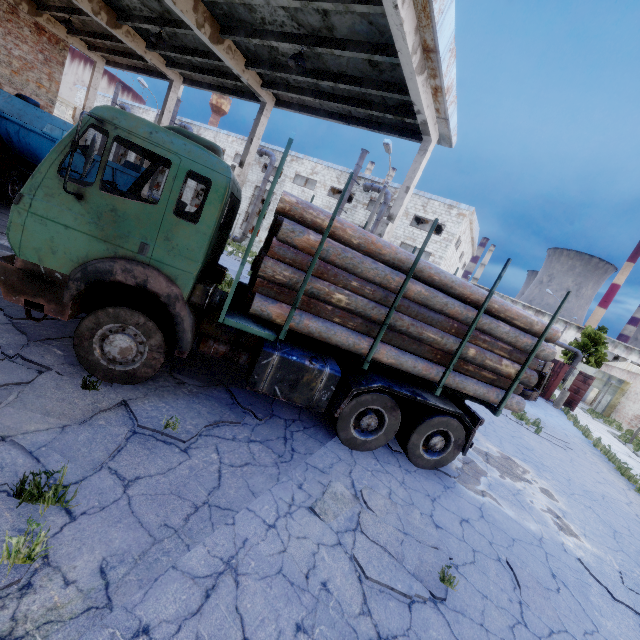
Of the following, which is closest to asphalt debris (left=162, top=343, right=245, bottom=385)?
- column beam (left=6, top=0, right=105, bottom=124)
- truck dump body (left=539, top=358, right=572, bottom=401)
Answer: column beam (left=6, top=0, right=105, bottom=124)

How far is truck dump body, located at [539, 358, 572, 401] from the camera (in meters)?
24.02

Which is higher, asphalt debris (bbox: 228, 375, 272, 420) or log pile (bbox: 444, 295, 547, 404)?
log pile (bbox: 444, 295, 547, 404)

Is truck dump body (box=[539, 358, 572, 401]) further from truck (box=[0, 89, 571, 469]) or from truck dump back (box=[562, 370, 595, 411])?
truck (box=[0, 89, 571, 469])

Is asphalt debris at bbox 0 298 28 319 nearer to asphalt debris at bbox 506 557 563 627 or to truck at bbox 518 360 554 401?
asphalt debris at bbox 506 557 563 627

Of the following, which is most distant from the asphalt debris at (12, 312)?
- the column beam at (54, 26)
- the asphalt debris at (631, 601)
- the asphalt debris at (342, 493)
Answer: the column beam at (54, 26)

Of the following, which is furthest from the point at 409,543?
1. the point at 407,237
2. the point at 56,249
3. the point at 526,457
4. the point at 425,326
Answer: the point at 407,237

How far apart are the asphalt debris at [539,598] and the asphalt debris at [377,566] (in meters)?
1.01
